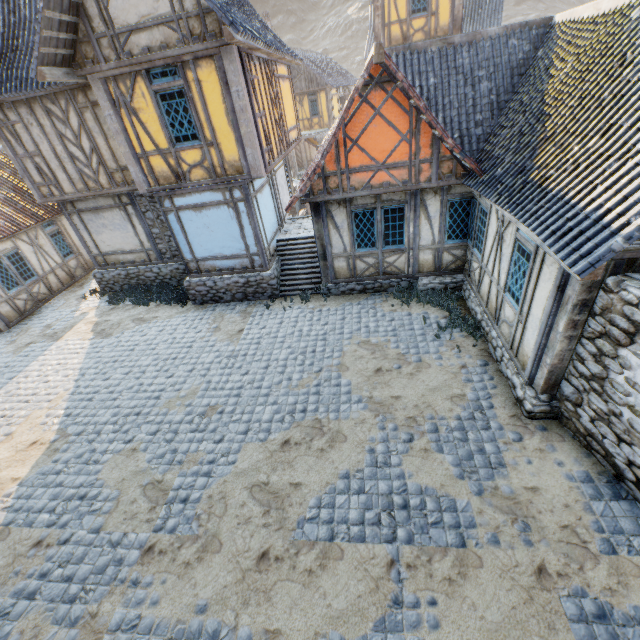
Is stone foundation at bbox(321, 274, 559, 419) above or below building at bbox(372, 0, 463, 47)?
below

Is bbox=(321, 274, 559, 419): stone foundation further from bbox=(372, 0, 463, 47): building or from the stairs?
bbox=(372, 0, 463, 47): building

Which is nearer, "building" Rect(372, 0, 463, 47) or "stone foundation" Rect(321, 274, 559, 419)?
"stone foundation" Rect(321, 274, 559, 419)

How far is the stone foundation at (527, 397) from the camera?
6.2m

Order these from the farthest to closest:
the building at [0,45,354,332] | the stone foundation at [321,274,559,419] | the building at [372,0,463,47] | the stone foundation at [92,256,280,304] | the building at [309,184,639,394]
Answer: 1. the building at [372,0,463,47]
2. the stone foundation at [92,256,280,304]
3. the building at [0,45,354,332]
4. the stone foundation at [321,274,559,419]
5. the building at [309,184,639,394]

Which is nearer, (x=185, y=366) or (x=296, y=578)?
(x=296, y=578)

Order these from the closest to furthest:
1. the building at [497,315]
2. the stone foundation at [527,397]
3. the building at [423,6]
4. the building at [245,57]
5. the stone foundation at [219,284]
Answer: the building at [497,315]
the stone foundation at [527,397]
the building at [245,57]
the stone foundation at [219,284]
the building at [423,6]

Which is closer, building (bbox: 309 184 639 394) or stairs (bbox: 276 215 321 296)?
building (bbox: 309 184 639 394)
